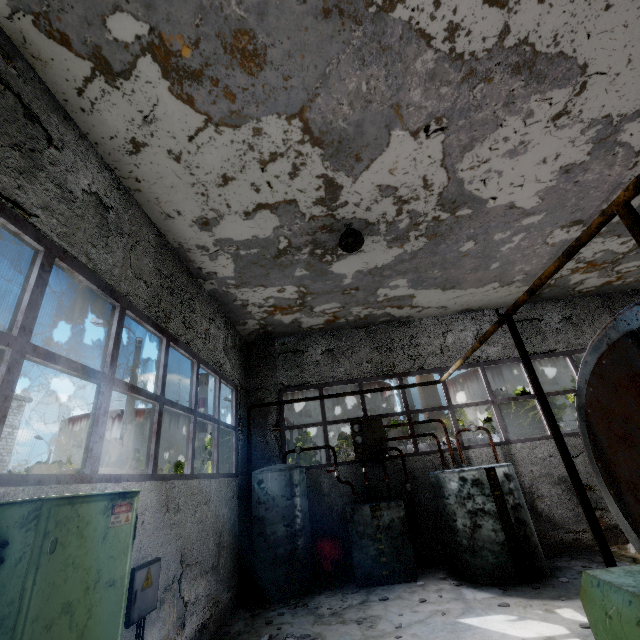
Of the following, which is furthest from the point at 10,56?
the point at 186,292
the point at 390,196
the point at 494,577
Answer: the point at 494,577

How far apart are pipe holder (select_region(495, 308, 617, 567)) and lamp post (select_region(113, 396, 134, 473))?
13.53m

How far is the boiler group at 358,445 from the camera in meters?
6.7 m

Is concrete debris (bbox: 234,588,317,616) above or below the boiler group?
below

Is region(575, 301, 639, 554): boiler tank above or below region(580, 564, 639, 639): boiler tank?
above

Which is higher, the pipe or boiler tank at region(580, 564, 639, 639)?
the pipe

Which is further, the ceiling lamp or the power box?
the ceiling lamp

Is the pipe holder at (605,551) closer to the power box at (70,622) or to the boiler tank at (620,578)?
the boiler tank at (620,578)
